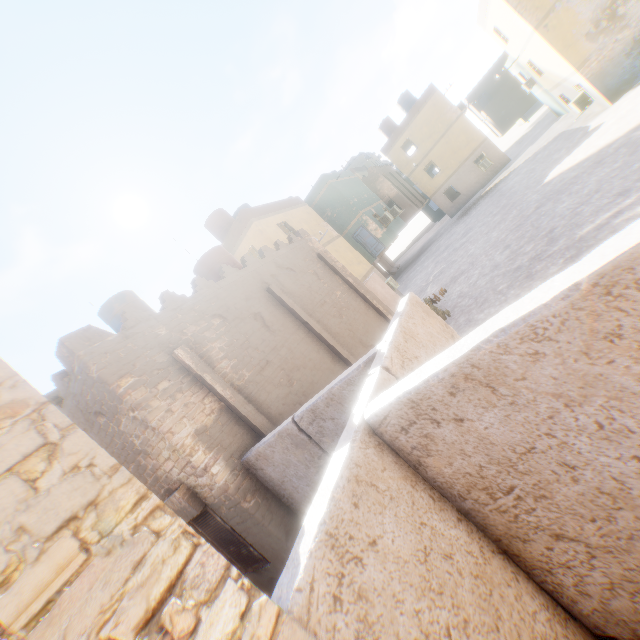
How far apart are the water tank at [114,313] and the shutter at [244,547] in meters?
8.1 m

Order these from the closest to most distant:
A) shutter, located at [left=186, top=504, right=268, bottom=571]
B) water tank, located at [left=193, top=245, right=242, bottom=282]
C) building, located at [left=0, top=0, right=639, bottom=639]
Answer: building, located at [left=0, top=0, right=639, bottom=639]
shutter, located at [left=186, top=504, right=268, bottom=571]
water tank, located at [left=193, top=245, right=242, bottom=282]

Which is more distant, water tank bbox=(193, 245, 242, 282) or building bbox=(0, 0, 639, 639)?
water tank bbox=(193, 245, 242, 282)

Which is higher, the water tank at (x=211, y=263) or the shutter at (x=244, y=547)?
the water tank at (x=211, y=263)

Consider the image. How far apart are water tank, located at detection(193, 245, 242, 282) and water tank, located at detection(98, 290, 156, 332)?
2.43m

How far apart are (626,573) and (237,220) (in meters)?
17.50

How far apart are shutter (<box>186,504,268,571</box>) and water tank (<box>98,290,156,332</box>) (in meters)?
8.15

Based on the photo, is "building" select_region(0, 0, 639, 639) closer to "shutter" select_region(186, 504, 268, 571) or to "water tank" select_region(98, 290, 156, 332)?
"shutter" select_region(186, 504, 268, 571)
